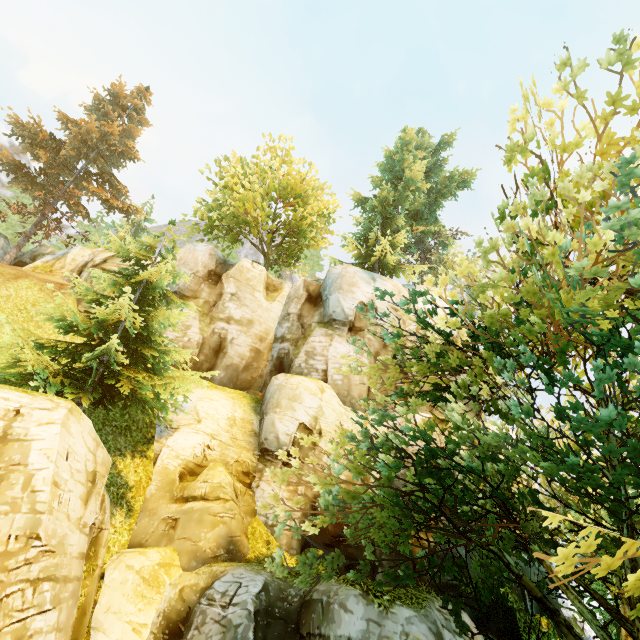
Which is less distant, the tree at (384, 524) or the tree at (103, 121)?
the tree at (384, 524)

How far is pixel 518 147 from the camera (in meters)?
7.07

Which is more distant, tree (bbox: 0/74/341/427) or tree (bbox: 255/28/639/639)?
tree (bbox: 0/74/341/427)
